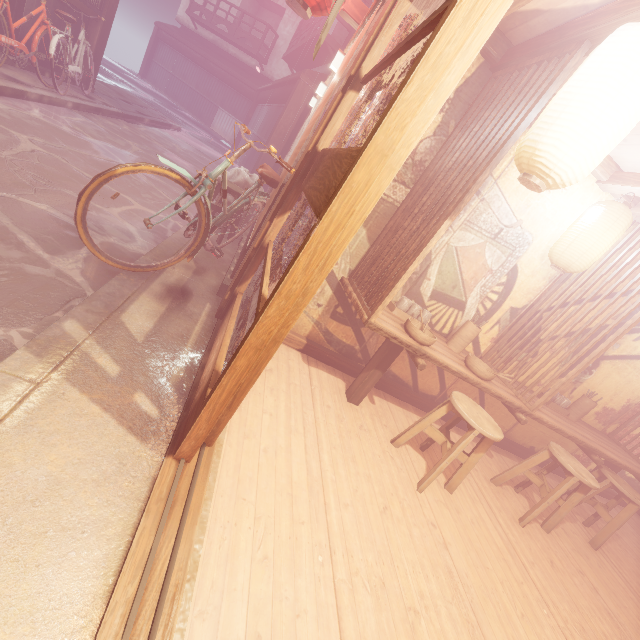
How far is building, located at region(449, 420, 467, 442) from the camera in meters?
6.9

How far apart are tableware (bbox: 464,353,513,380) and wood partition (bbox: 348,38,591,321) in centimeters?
207cm

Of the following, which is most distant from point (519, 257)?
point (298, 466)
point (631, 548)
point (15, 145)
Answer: point (15, 145)

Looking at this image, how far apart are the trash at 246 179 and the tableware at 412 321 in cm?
631

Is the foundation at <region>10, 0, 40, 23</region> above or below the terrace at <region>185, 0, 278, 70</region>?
below

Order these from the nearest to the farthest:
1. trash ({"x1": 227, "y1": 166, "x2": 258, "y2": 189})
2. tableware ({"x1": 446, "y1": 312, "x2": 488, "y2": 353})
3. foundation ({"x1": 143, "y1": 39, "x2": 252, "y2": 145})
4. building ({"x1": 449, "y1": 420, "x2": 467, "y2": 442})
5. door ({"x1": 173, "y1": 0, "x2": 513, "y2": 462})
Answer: door ({"x1": 173, "y1": 0, "x2": 513, "y2": 462}) < tableware ({"x1": 446, "y1": 312, "x2": 488, "y2": 353}) < building ({"x1": 449, "y1": 420, "x2": 467, "y2": 442}) < trash ({"x1": 227, "y1": 166, "x2": 258, "y2": 189}) < foundation ({"x1": 143, "y1": 39, "x2": 252, "y2": 145})

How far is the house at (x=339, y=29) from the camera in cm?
2317

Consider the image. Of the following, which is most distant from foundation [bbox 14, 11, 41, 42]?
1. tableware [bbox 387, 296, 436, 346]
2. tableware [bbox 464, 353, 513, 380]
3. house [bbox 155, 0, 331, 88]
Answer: tableware [bbox 464, 353, 513, 380]
